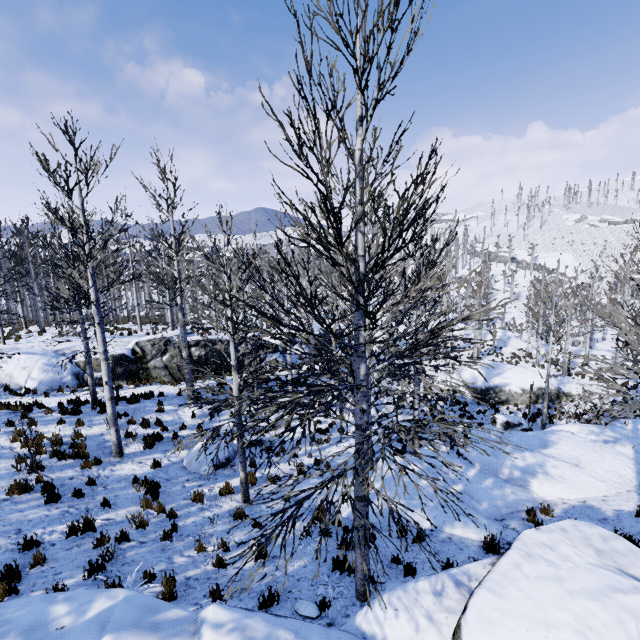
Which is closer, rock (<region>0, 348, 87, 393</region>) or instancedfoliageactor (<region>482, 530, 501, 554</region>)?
instancedfoliageactor (<region>482, 530, 501, 554</region>)

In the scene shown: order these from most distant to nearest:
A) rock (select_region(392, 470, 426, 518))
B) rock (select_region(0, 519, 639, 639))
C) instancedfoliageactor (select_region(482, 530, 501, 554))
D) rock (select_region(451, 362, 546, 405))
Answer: rock (select_region(451, 362, 546, 405)) < rock (select_region(392, 470, 426, 518)) < instancedfoliageactor (select_region(482, 530, 501, 554)) < rock (select_region(0, 519, 639, 639))

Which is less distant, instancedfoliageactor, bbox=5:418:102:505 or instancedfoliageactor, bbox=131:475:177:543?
instancedfoliageactor, bbox=131:475:177:543

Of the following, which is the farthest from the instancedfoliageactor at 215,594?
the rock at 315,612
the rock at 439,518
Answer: the rock at 439,518

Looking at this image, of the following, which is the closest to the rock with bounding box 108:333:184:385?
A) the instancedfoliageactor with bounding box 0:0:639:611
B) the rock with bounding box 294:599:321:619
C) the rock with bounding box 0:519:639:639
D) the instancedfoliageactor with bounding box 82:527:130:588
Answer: the instancedfoliageactor with bounding box 82:527:130:588

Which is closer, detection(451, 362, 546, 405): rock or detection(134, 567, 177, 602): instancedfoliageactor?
detection(134, 567, 177, 602): instancedfoliageactor

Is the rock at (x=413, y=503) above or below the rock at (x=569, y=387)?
above

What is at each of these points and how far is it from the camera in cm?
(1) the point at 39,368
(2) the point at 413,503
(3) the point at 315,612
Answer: →
(1) rock, 1595
(2) rock, 886
(3) rock, 496
